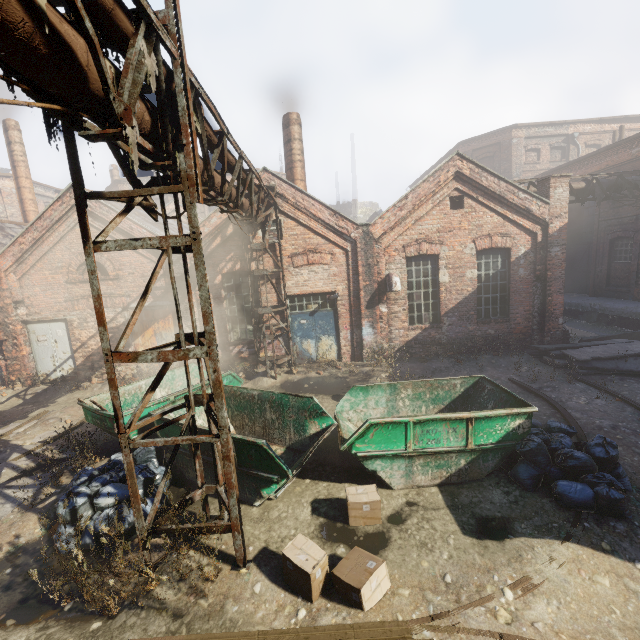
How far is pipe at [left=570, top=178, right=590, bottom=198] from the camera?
12.99m

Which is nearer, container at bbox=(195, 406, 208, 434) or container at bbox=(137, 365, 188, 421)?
container at bbox=(195, 406, 208, 434)

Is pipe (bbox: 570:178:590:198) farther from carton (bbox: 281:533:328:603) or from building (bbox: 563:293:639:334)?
carton (bbox: 281:533:328:603)

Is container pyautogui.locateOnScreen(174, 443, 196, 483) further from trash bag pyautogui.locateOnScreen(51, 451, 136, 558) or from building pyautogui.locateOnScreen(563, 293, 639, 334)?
building pyautogui.locateOnScreen(563, 293, 639, 334)

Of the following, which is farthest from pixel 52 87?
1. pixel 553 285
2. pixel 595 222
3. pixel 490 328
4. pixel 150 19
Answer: pixel 595 222

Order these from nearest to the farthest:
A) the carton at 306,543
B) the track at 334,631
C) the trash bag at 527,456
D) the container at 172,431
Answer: the track at 334,631 → the carton at 306,543 → the trash bag at 527,456 → the container at 172,431

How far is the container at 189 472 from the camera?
6.3m

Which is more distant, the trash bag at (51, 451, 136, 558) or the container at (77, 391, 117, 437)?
the container at (77, 391, 117, 437)
